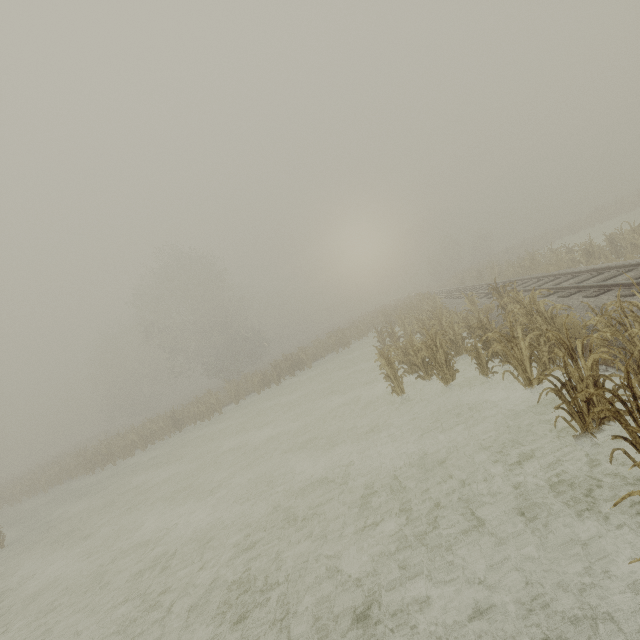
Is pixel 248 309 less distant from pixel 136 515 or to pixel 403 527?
pixel 136 515
